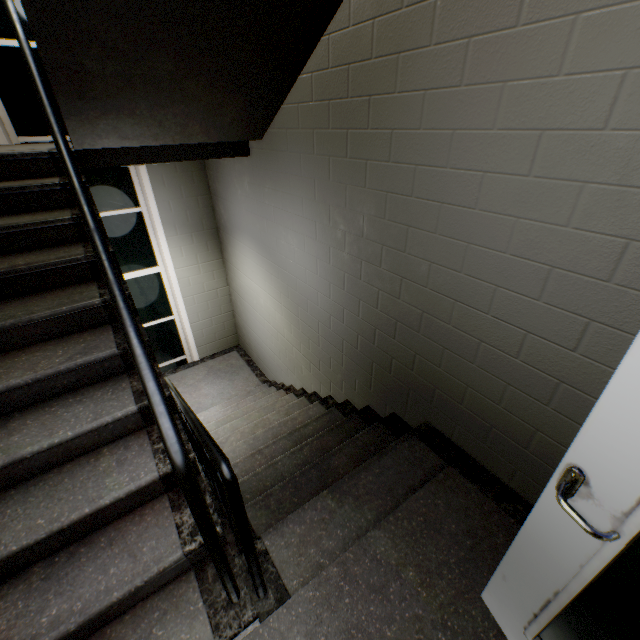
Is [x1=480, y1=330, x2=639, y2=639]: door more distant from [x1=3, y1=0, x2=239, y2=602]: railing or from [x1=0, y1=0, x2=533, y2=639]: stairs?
[x1=3, y1=0, x2=239, y2=602]: railing

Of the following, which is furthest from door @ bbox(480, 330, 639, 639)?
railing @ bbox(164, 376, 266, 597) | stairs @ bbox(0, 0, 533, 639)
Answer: railing @ bbox(164, 376, 266, 597)

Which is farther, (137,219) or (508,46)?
(137,219)

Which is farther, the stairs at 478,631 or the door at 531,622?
the stairs at 478,631

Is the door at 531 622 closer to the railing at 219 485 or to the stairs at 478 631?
the stairs at 478 631

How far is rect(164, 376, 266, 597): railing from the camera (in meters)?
1.04

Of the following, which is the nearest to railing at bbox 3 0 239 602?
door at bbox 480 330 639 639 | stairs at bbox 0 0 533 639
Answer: stairs at bbox 0 0 533 639
